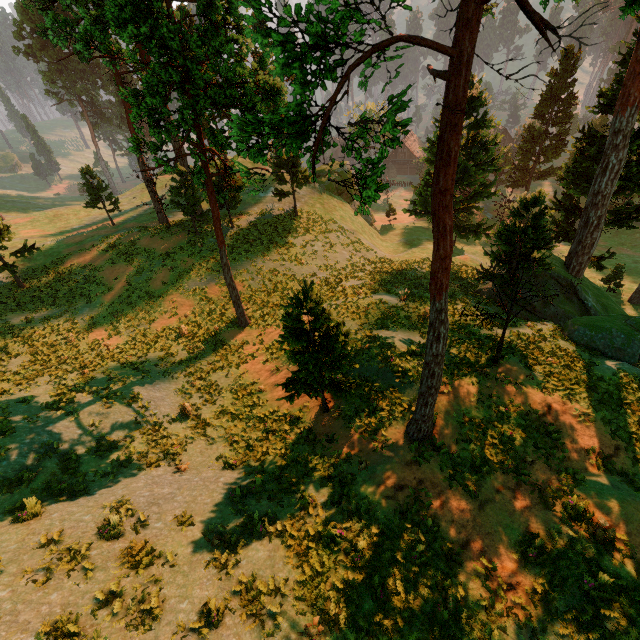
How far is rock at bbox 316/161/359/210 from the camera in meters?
42.0 m

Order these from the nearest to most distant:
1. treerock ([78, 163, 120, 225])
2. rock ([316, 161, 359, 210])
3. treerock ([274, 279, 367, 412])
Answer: treerock ([274, 279, 367, 412]) → treerock ([78, 163, 120, 225]) → rock ([316, 161, 359, 210])

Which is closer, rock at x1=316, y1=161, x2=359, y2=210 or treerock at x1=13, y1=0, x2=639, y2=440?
treerock at x1=13, y1=0, x2=639, y2=440

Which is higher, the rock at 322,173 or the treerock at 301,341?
the treerock at 301,341

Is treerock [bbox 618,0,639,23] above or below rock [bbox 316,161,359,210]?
above

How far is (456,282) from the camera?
30.62m

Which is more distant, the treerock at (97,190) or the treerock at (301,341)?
the treerock at (97,190)
